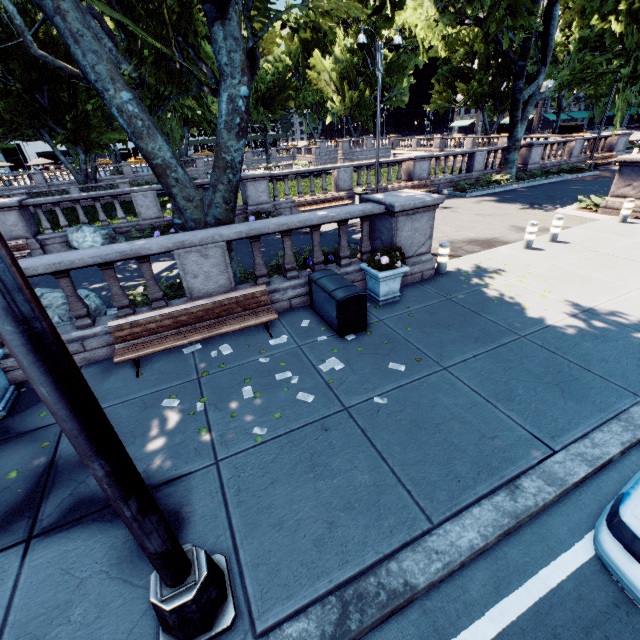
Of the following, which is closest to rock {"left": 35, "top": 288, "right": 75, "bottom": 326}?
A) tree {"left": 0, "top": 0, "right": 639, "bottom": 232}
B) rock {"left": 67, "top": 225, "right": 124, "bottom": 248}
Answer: tree {"left": 0, "top": 0, "right": 639, "bottom": 232}

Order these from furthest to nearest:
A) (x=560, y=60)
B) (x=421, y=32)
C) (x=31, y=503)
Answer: (x=560, y=60) → (x=421, y=32) → (x=31, y=503)

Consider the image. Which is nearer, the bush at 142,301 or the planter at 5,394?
the planter at 5,394

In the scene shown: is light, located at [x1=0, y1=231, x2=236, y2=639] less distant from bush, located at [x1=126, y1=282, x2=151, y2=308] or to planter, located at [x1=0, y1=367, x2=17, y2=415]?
planter, located at [x1=0, y1=367, x2=17, y2=415]

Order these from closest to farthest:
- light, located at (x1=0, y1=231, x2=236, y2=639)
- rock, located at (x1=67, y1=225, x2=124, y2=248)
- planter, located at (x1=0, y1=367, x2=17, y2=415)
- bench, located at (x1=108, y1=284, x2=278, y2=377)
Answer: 1. light, located at (x1=0, y1=231, x2=236, y2=639)
2. planter, located at (x1=0, y1=367, x2=17, y2=415)
3. bench, located at (x1=108, y1=284, x2=278, y2=377)
4. rock, located at (x1=67, y1=225, x2=124, y2=248)

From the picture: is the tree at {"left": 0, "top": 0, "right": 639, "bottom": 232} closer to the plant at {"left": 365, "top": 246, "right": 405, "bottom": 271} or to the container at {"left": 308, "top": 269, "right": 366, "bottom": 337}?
the container at {"left": 308, "top": 269, "right": 366, "bottom": 337}

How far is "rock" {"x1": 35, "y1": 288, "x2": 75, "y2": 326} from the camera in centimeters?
688cm

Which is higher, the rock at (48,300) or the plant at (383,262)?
the plant at (383,262)
